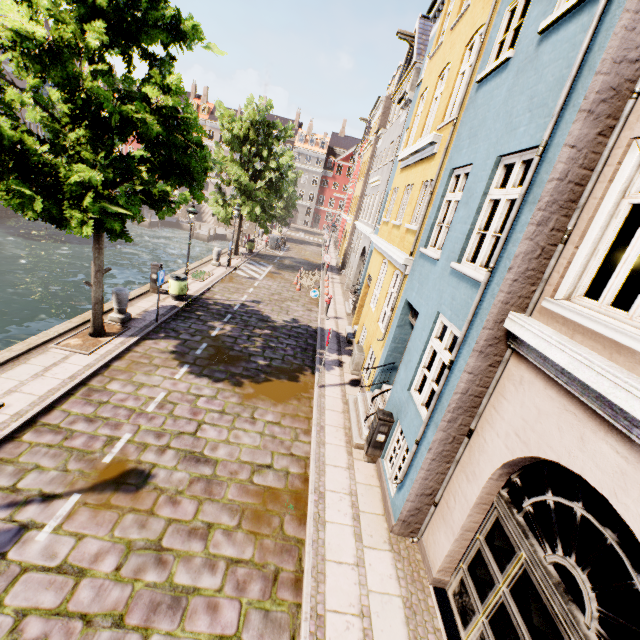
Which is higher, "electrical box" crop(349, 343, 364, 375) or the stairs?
"electrical box" crop(349, 343, 364, 375)

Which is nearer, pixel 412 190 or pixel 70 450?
pixel 70 450

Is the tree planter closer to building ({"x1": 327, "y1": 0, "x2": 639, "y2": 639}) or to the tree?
the tree

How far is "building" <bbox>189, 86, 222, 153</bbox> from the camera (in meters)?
57.16

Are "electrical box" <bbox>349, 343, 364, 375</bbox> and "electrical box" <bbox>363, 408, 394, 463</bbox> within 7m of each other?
yes

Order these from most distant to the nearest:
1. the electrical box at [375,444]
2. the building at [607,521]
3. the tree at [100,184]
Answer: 1. the electrical box at [375,444]
2. the tree at [100,184]
3. the building at [607,521]

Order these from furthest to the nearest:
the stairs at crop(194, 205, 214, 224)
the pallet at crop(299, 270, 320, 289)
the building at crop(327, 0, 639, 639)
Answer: the stairs at crop(194, 205, 214, 224) < the pallet at crop(299, 270, 320, 289) < the building at crop(327, 0, 639, 639)

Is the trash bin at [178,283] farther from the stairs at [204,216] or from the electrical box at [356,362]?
the stairs at [204,216]
